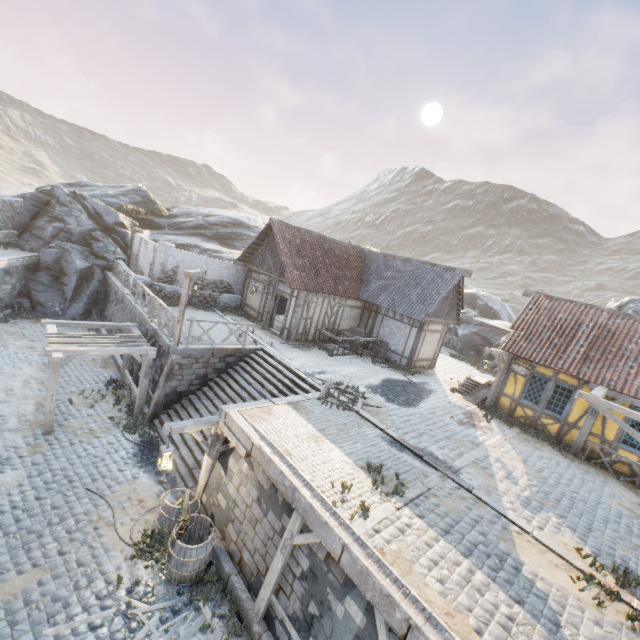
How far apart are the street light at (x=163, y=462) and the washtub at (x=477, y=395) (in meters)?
11.80

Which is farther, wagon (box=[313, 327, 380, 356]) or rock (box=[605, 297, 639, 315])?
rock (box=[605, 297, 639, 315])

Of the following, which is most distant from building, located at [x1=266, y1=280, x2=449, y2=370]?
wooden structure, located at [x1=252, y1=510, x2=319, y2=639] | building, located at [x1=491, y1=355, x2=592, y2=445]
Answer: wooden structure, located at [x1=252, y1=510, x2=319, y2=639]

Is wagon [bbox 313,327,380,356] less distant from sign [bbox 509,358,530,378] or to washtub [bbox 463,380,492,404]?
washtub [bbox 463,380,492,404]

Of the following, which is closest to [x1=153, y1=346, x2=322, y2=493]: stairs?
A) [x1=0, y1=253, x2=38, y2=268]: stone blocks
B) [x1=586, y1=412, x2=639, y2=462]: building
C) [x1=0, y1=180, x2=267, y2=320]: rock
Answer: [x1=0, y1=253, x2=38, y2=268]: stone blocks

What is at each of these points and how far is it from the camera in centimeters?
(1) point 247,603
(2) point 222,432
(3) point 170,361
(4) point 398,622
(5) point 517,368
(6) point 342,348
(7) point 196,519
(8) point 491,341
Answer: (1) stone blocks, 709cm
(2) wooden structure, 902cm
(3) wooden structure, 1241cm
(4) stone blocks, 488cm
(5) sign, 1381cm
(6) wagon, 1825cm
(7) barrel, 811cm
(8) rock, 2666cm

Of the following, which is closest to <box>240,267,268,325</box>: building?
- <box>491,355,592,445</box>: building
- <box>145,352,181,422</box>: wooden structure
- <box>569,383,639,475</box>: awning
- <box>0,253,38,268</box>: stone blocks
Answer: <box>0,253,38,268</box>: stone blocks

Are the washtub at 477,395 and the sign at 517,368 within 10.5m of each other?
yes
